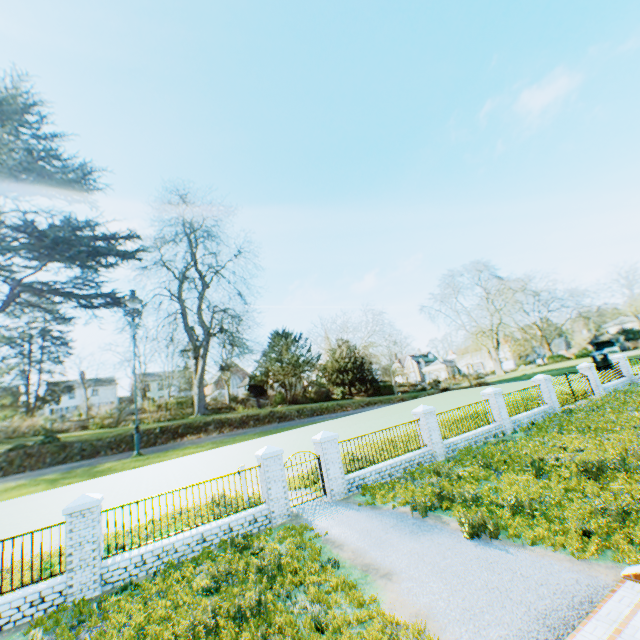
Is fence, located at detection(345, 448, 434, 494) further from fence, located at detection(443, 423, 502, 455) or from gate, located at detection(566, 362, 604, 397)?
gate, located at detection(566, 362, 604, 397)

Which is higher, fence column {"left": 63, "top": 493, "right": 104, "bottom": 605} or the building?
fence column {"left": 63, "top": 493, "right": 104, "bottom": 605}

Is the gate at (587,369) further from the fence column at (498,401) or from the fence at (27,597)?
the fence at (27,597)

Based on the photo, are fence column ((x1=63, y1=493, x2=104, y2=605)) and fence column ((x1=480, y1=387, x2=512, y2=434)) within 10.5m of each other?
no

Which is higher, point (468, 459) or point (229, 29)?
point (229, 29)

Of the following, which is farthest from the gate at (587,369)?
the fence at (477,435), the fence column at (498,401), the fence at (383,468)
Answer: the fence at (383,468)

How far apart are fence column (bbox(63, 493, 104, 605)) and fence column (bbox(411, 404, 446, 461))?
12.7m

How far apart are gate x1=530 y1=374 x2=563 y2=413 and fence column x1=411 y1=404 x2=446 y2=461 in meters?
9.8 m
